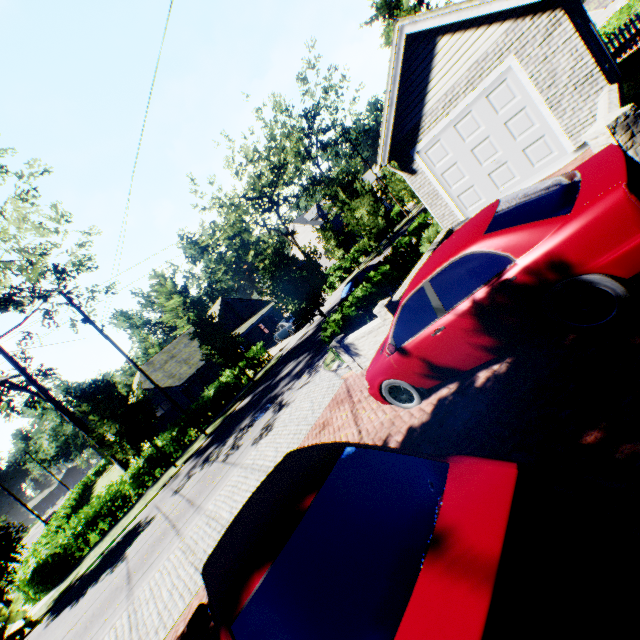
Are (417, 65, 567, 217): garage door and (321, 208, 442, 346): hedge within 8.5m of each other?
yes

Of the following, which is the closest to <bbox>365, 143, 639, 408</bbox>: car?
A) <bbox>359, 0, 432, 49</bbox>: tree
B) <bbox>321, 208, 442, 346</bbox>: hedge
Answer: <bbox>359, 0, 432, 49</bbox>: tree

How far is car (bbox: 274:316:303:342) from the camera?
28.70m

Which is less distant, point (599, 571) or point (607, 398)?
point (599, 571)

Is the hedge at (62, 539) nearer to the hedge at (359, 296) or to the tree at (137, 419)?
the tree at (137, 419)

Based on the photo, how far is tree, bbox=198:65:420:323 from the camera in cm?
1493

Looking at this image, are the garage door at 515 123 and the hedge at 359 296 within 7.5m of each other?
yes
